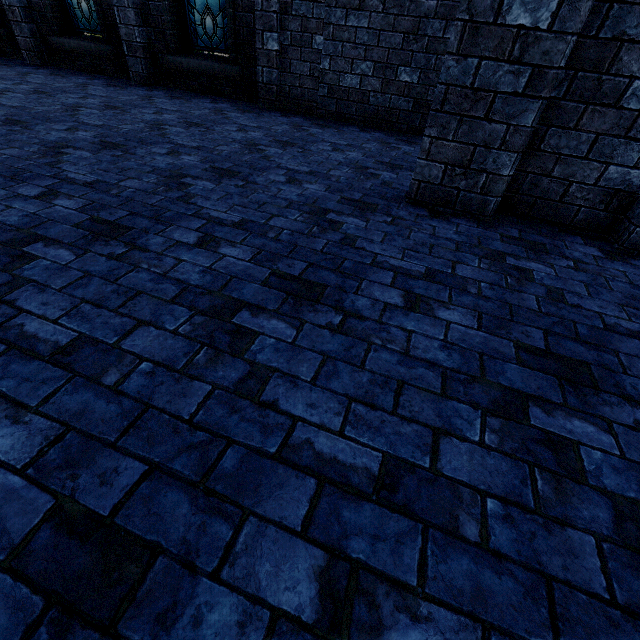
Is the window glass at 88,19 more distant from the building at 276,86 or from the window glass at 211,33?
the window glass at 211,33

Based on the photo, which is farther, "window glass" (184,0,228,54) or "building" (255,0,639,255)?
"window glass" (184,0,228,54)

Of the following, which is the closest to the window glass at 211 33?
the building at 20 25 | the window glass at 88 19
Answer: the building at 20 25

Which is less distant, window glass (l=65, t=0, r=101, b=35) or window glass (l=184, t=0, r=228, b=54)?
window glass (l=184, t=0, r=228, b=54)

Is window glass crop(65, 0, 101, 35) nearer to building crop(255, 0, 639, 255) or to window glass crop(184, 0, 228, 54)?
building crop(255, 0, 639, 255)

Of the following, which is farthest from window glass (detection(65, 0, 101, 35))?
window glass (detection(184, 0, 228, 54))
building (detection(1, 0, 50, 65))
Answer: window glass (detection(184, 0, 228, 54))

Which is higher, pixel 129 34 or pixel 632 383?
pixel 129 34
